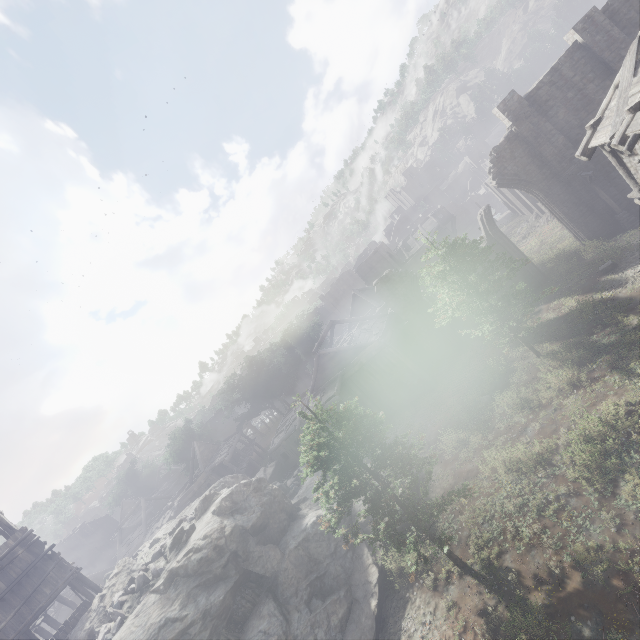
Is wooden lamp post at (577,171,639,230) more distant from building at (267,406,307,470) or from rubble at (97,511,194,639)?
rubble at (97,511,194,639)

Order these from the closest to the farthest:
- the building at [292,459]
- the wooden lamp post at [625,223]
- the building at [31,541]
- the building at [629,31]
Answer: the building at [629,31], the building at [31,541], the wooden lamp post at [625,223], the building at [292,459]

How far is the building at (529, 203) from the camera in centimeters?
3444cm

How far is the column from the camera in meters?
20.8

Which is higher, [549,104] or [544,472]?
[549,104]

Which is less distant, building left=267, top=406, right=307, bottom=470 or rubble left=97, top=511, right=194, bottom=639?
rubble left=97, top=511, right=194, bottom=639

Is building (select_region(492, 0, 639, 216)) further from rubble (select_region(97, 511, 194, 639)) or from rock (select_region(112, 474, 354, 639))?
rubble (select_region(97, 511, 194, 639))

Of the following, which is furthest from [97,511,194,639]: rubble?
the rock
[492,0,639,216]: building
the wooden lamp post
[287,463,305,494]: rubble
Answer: the wooden lamp post
